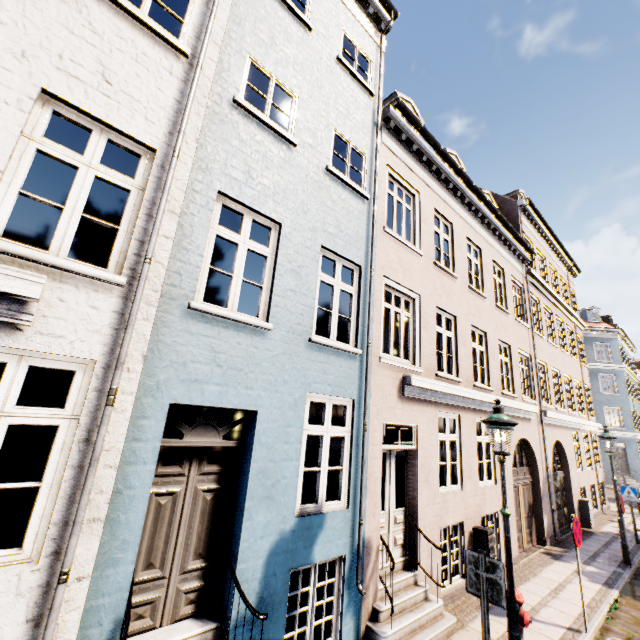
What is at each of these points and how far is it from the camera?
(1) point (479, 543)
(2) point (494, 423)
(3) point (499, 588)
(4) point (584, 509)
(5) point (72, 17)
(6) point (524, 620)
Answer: (1) electrical box, 7.47m
(2) street light, 5.07m
(3) sign, 4.00m
(4) electrical box, 13.50m
(5) building, 3.62m
(6) hydrant, 4.70m

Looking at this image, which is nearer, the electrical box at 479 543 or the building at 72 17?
the building at 72 17

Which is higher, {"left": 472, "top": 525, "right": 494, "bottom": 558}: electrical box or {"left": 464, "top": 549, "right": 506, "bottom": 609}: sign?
{"left": 464, "top": 549, "right": 506, "bottom": 609}: sign

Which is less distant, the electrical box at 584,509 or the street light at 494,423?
the street light at 494,423

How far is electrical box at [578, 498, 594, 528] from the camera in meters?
13.3

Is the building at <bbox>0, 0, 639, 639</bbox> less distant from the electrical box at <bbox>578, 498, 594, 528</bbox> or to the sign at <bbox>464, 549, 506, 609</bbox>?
the sign at <bbox>464, 549, 506, 609</bbox>

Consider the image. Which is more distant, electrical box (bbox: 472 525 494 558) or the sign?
electrical box (bbox: 472 525 494 558)

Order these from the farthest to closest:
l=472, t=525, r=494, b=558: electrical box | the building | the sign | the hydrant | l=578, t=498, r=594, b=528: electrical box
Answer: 1. l=578, t=498, r=594, b=528: electrical box
2. l=472, t=525, r=494, b=558: electrical box
3. the hydrant
4. the sign
5. the building
